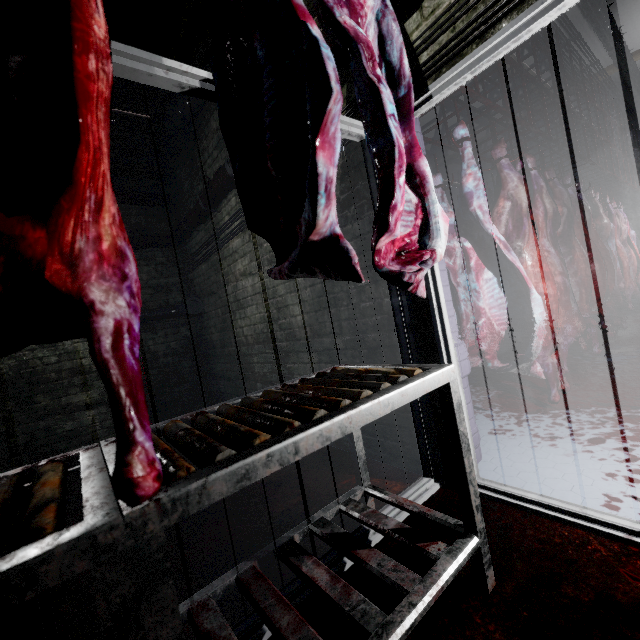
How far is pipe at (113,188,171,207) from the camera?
4.19m

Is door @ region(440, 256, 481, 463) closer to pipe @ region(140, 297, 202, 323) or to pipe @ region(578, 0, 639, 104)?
pipe @ region(578, 0, 639, 104)

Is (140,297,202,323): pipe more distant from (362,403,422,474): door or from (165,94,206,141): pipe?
(362,403,422,474): door

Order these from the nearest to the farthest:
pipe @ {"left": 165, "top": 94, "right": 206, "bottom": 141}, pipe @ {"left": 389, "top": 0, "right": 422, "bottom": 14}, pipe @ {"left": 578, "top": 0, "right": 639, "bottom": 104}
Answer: pipe @ {"left": 389, "top": 0, "right": 422, "bottom": 14}
pipe @ {"left": 165, "top": 94, "right": 206, "bottom": 141}
pipe @ {"left": 578, "top": 0, "right": 639, "bottom": 104}

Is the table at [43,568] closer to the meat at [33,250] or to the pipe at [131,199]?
the meat at [33,250]

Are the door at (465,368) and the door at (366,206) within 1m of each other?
yes

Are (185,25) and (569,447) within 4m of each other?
no

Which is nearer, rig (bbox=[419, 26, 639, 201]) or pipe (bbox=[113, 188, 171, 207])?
rig (bbox=[419, 26, 639, 201])
